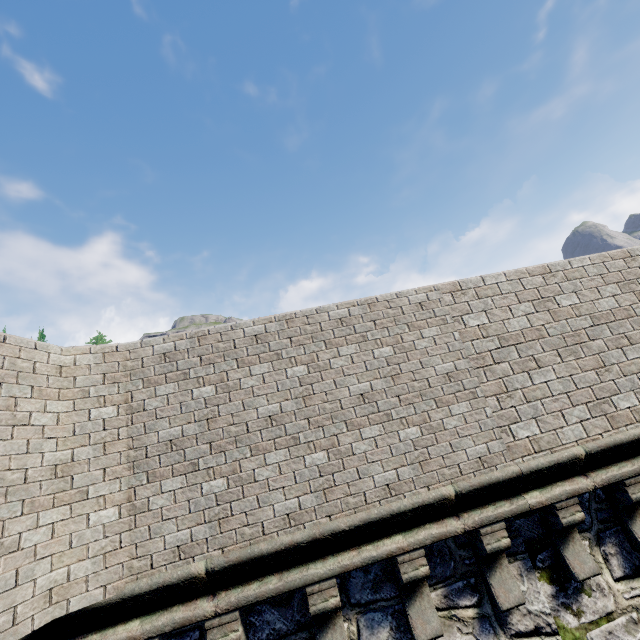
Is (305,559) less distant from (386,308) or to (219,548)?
(219,548)
